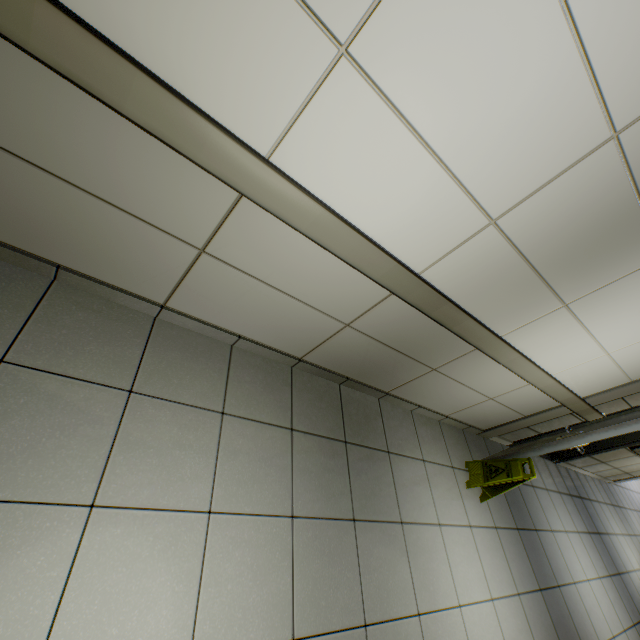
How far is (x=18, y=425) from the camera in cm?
126

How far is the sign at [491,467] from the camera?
2.98m

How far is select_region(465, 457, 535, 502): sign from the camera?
3.0m
